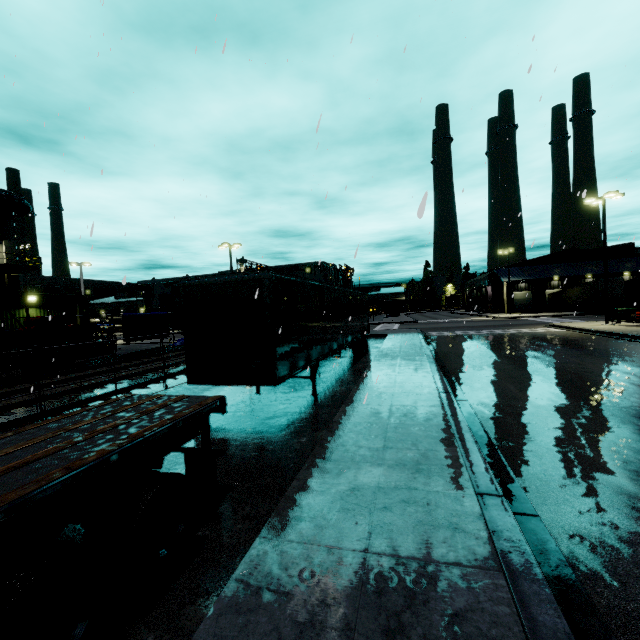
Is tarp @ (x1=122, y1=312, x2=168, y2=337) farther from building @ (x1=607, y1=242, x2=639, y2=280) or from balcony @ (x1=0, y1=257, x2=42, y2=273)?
balcony @ (x1=0, y1=257, x2=42, y2=273)

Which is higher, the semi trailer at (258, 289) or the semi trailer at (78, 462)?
the semi trailer at (258, 289)

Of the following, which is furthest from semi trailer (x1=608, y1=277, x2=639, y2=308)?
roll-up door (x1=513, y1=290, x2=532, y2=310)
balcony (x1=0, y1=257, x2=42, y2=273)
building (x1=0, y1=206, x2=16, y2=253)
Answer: balcony (x1=0, y1=257, x2=42, y2=273)

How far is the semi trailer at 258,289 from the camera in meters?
7.9 m

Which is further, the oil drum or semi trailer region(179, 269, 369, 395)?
the oil drum

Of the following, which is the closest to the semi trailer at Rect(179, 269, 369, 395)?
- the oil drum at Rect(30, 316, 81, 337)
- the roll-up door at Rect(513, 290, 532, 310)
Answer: the roll-up door at Rect(513, 290, 532, 310)

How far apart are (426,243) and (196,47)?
10.55m

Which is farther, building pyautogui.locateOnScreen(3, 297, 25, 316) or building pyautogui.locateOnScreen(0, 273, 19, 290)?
building pyautogui.locateOnScreen(0, 273, 19, 290)
